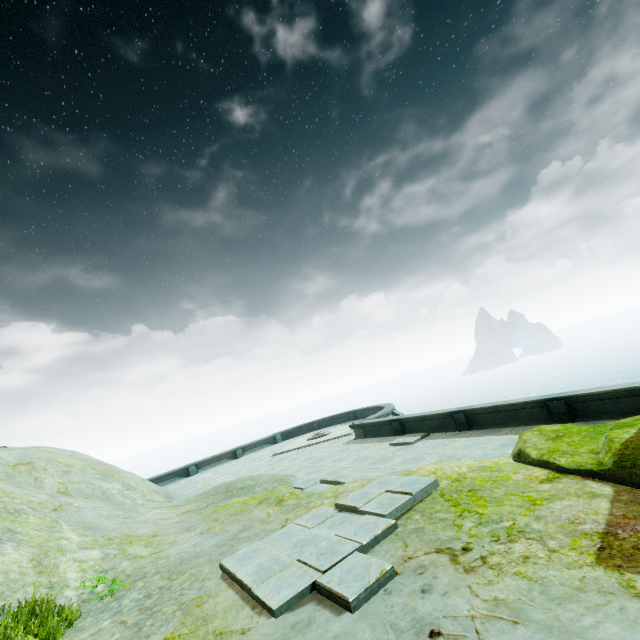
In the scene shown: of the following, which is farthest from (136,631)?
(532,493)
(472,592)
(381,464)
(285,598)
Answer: (381,464)
